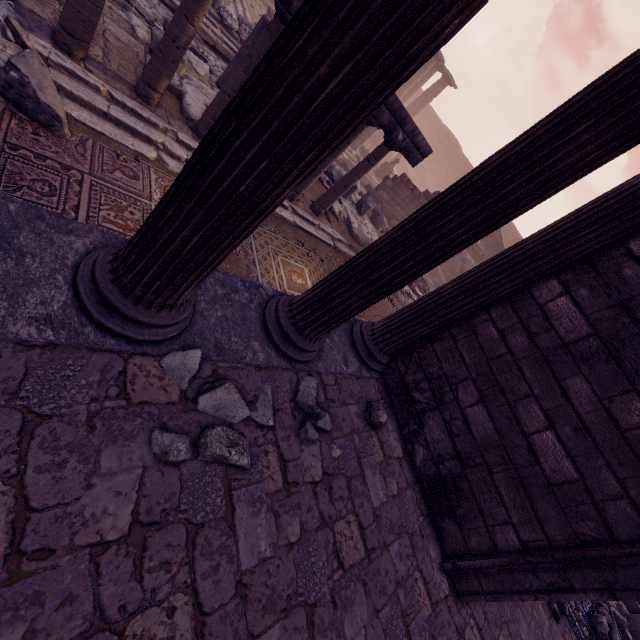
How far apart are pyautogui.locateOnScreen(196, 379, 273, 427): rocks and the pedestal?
18.02m

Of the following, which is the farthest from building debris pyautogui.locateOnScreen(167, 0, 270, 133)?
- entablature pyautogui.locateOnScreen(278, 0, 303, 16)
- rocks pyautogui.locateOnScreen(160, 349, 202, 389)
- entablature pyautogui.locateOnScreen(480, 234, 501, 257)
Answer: entablature pyautogui.locateOnScreen(480, 234, 501, 257)

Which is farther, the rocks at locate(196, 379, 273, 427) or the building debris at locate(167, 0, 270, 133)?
the building debris at locate(167, 0, 270, 133)

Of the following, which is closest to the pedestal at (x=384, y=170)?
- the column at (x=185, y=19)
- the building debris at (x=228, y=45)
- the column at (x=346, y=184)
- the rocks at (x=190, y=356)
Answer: the building debris at (x=228, y=45)

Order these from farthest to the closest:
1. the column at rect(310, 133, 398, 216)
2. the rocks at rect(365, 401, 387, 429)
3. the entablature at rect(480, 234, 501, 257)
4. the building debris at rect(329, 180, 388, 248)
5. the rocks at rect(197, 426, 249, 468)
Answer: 1. the entablature at rect(480, 234, 501, 257)
2. the building debris at rect(329, 180, 388, 248)
3. the column at rect(310, 133, 398, 216)
4. the rocks at rect(365, 401, 387, 429)
5. the rocks at rect(197, 426, 249, 468)

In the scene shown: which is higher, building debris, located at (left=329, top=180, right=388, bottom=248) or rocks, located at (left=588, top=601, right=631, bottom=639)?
rocks, located at (left=588, top=601, right=631, bottom=639)

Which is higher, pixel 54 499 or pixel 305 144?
pixel 305 144

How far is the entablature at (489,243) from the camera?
18.6 meters
